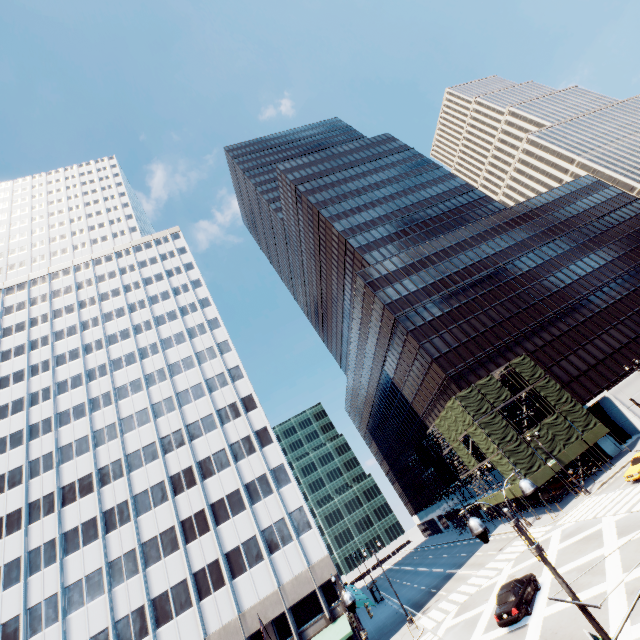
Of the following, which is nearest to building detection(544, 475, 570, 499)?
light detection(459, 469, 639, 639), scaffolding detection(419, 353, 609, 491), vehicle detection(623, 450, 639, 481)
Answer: scaffolding detection(419, 353, 609, 491)

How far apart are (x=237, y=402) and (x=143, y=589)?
21.9m

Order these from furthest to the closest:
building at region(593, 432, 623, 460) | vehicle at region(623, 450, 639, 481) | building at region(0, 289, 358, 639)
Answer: building at region(593, 432, 623, 460)
building at region(0, 289, 358, 639)
vehicle at region(623, 450, 639, 481)

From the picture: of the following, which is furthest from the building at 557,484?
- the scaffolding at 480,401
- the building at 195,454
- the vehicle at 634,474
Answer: the building at 195,454

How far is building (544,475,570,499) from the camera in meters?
38.9 m

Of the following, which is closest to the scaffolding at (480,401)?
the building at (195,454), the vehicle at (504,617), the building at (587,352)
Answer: the building at (587,352)

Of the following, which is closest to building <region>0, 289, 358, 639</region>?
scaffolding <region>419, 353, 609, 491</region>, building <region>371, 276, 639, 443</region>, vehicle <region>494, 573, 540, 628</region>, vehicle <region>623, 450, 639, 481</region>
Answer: vehicle <region>494, 573, 540, 628</region>

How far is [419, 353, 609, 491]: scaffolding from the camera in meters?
38.1 m
